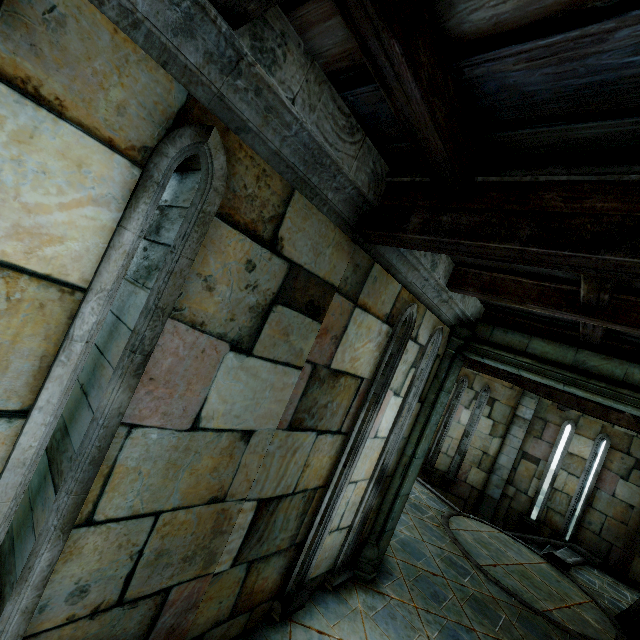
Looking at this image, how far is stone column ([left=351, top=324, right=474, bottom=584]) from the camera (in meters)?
4.59

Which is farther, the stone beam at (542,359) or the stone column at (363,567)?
the stone column at (363,567)

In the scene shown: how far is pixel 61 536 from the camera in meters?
1.7 m

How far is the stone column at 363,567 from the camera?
4.59m

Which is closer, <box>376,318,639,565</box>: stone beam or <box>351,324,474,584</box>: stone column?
<box>376,318,639,565</box>: stone beam
